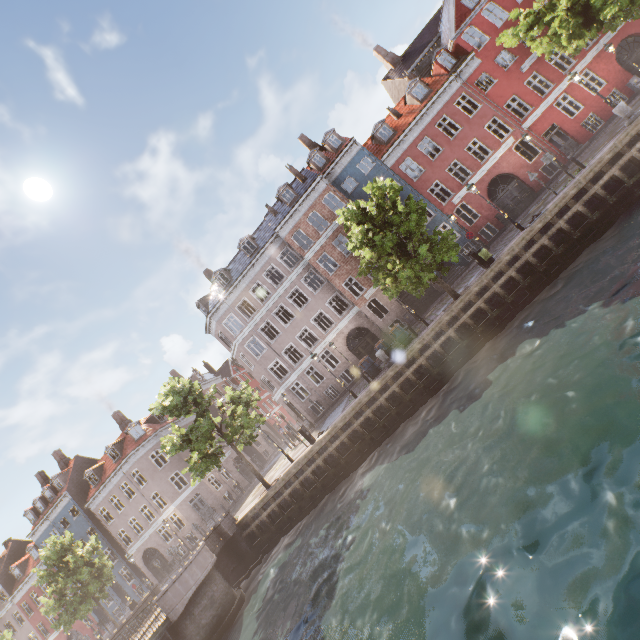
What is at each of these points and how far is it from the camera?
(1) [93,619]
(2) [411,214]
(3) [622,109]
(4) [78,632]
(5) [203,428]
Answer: (1) building, 34.75m
(2) tree, 15.62m
(3) pillar, 15.12m
(4) building, 35.69m
(5) tree, 18.53m

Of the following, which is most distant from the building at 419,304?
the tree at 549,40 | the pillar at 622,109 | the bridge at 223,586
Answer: the bridge at 223,586

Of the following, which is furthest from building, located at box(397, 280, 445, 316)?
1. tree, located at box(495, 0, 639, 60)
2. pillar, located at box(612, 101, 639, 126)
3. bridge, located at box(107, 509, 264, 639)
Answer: bridge, located at box(107, 509, 264, 639)

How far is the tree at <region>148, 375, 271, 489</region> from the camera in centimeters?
1870cm

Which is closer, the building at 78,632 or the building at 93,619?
the building at 93,619

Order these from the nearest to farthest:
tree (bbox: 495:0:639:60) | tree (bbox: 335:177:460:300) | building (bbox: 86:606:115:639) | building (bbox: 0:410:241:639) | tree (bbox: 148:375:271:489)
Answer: tree (bbox: 495:0:639:60), tree (bbox: 335:177:460:300), tree (bbox: 148:375:271:489), building (bbox: 0:410:241:639), building (bbox: 86:606:115:639)

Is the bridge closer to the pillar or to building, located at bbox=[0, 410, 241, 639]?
building, located at bbox=[0, 410, 241, 639]

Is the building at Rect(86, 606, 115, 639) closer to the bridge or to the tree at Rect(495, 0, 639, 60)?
the tree at Rect(495, 0, 639, 60)
